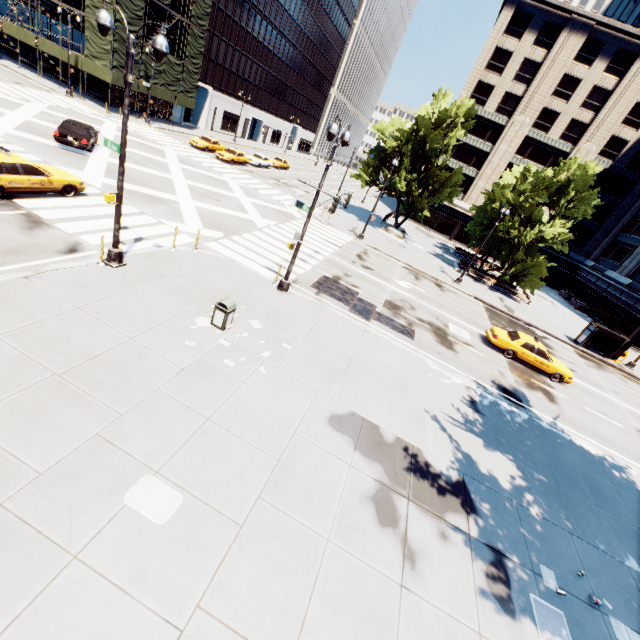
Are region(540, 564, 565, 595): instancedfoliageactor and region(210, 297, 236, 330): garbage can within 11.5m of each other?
yes

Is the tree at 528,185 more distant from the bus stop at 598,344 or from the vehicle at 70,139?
the vehicle at 70,139

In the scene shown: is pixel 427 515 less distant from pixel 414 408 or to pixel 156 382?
pixel 414 408

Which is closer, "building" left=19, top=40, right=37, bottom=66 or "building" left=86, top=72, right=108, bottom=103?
"building" left=86, top=72, right=108, bottom=103

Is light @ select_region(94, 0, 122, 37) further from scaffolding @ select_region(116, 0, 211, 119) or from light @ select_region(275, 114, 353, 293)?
scaffolding @ select_region(116, 0, 211, 119)

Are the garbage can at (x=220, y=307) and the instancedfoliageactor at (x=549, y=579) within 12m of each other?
yes

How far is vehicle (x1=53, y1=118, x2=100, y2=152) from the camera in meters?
19.9 m

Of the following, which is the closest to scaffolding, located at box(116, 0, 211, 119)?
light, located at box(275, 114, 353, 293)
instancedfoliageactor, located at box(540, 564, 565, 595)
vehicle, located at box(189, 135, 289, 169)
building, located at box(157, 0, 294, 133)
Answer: building, located at box(157, 0, 294, 133)
